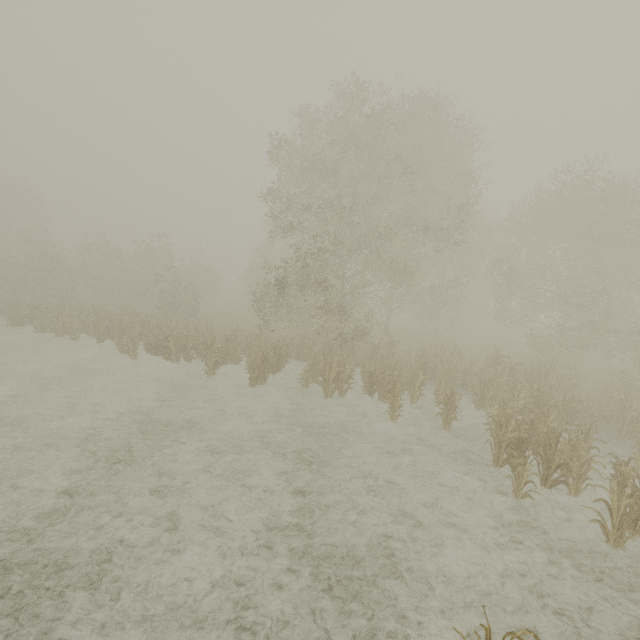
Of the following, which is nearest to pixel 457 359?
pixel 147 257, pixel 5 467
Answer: pixel 5 467
